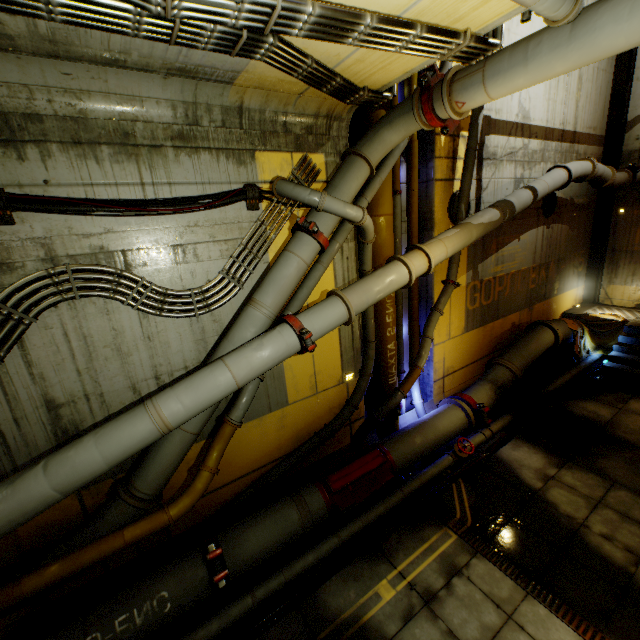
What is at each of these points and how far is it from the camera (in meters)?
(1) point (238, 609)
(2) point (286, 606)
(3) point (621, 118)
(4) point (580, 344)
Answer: (1) pipe, 4.42
(2) cable, 4.59
(3) beam, 11.24
(4) cloth, 10.75

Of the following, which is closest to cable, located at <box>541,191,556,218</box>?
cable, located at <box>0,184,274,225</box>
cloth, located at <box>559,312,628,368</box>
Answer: cloth, located at <box>559,312,628,368</box>

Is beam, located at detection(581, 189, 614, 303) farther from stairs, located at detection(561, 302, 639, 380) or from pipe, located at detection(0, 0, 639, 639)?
pipe, located at detection(0, 0, 639, 639)

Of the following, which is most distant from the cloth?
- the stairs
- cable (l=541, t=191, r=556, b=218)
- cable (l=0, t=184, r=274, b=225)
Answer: cable (l=0, t=184, r=274, b=225)

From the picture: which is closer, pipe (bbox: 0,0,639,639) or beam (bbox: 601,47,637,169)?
pipe (bbox: 0,0,639,639)

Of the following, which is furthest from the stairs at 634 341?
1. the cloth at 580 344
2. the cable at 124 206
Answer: the cable at 124 206

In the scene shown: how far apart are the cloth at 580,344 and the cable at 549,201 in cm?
327

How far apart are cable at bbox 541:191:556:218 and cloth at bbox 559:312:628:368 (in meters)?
3.27
